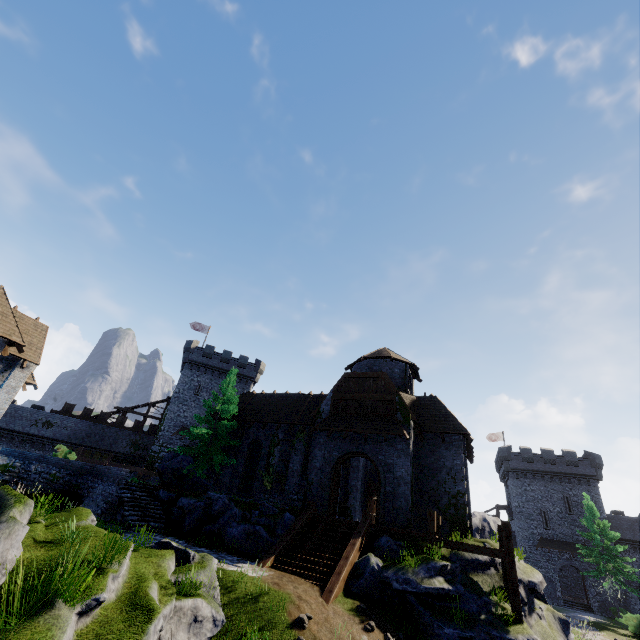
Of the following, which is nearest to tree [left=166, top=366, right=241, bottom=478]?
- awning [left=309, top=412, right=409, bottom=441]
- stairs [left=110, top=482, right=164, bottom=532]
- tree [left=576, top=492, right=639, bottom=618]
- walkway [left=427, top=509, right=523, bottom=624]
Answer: stairs [left=110, top=482, right=164, bottom=532]

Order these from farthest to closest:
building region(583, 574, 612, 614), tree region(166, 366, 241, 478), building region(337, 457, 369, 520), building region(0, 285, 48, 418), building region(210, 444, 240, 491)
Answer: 1. building region(583, 574, 612, 614)
2. building region(337, 457, 369, 520)
3. building region(210, 444, 240, 491)
4. tree region(166, 366, 241, 478)
5. building region(0, 285, 48, 418)

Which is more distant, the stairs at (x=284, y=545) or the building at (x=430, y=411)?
the building at (x=430, y=411)

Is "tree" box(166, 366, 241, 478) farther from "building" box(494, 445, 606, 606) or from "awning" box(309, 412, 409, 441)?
"building" box(494, 445, 606, 606)

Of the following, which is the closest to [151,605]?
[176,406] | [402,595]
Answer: [402,595]

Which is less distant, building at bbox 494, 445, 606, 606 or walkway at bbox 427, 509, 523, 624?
walkway at bbox 427, 509, 523, 624

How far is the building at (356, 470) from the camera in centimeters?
2572cm

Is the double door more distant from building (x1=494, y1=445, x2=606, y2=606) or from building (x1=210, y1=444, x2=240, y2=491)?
building (x1=494, y1=445, x2=606, y2=606)
